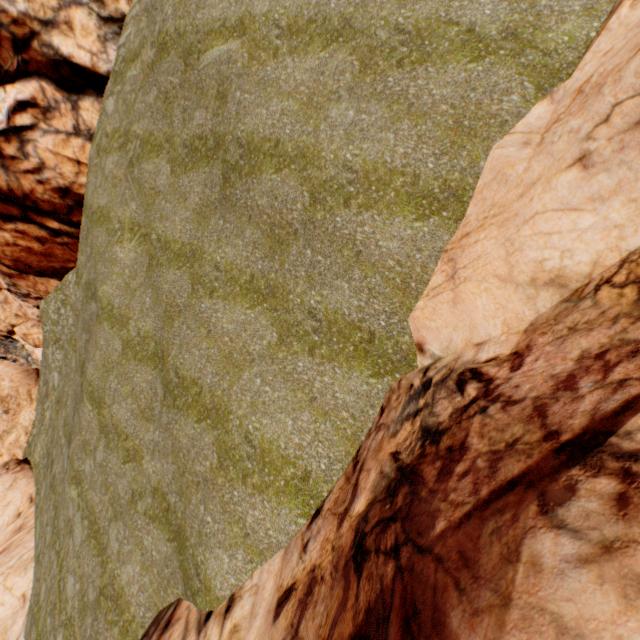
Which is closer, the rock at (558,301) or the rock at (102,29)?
the rock at (558,301)

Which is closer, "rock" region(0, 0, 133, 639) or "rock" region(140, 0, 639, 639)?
"rock" region(140, 0, 639, 639)

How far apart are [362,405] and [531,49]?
7.2m
